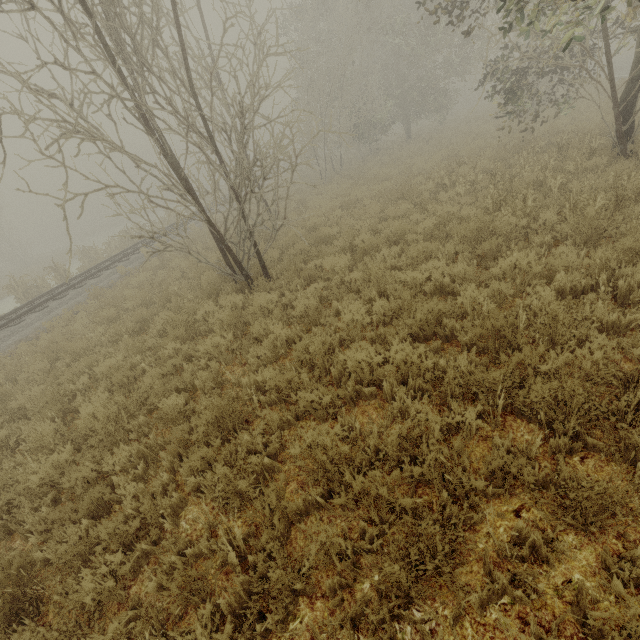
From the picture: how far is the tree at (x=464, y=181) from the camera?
9.7m

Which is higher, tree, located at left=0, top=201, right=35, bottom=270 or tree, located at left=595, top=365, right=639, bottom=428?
tree, located at left=0, top=201, right=35, bottom=270

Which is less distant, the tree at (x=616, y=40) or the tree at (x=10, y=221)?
the tree at (x=616, y=40)

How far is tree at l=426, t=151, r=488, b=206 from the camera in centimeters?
969cm

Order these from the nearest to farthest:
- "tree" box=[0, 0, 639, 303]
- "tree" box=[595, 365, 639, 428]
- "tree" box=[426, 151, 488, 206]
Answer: "tree" box=[595, 365, 639, 428] → "tree" box=[0, 0, 639, 303] → "tree" box=[426, 151, 488, 206]

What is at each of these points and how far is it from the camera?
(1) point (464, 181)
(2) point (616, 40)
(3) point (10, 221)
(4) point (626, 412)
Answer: (1) tree, 9.78m
(2) tree, 41.47m
(3) tree, 36.81m
(4) tree, 3.03m

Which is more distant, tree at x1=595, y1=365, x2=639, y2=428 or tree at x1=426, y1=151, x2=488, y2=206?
tree at x1=426, y1=151, x2=488, y2=206

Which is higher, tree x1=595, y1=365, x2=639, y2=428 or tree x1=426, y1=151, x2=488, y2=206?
tree x1=426, y1=151, x2=488, y2=206
